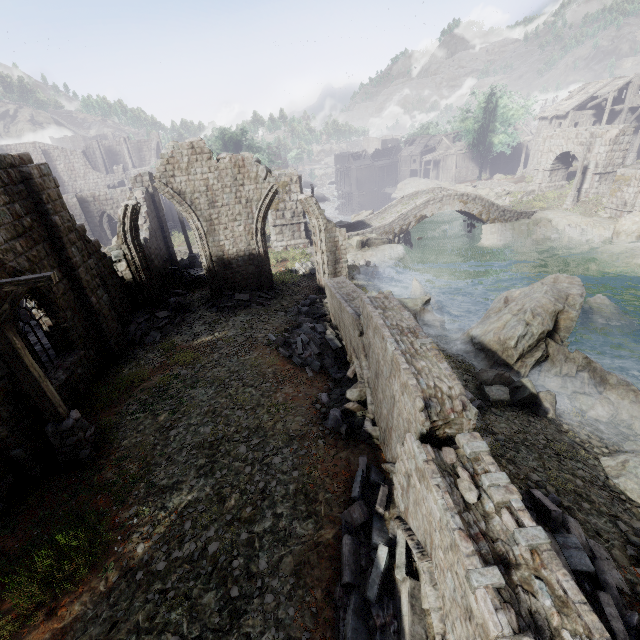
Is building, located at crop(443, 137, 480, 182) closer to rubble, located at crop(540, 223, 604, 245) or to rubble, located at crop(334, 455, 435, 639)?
rubble, located at crop(334, 455, 435, 639)

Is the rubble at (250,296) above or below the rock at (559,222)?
above

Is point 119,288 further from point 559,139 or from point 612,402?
point 559,139

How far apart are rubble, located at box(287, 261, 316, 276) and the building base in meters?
0.0

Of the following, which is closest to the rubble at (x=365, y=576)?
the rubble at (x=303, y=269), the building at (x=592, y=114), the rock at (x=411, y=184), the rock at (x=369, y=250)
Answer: the building at (x=592, y=114)

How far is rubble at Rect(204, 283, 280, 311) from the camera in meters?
16.3

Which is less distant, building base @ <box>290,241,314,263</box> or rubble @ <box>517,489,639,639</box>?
rubble @ <box>517,489,639,639</box>

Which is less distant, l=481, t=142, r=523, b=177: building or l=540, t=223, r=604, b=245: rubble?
l=540, t=223, r=604, b=245: rubble
